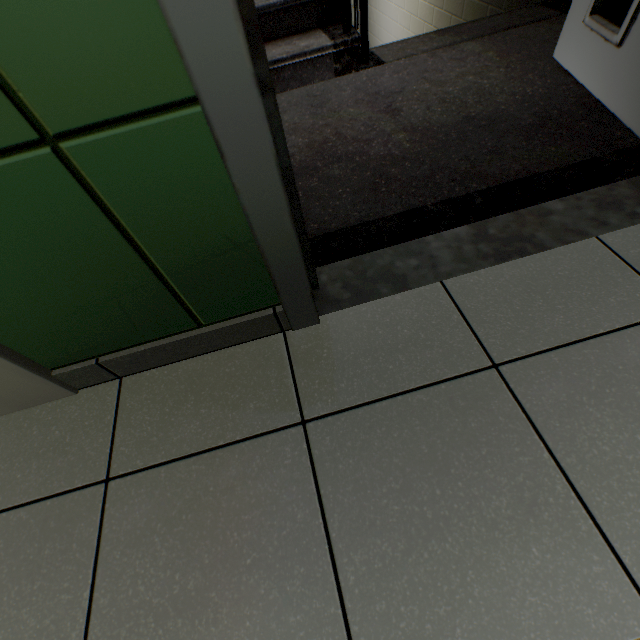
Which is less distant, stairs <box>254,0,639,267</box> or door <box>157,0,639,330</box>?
door <box>157,0,639,330</box>

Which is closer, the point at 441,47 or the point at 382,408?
the point at 382,408

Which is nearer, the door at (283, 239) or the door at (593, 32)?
the door at (283, 239)

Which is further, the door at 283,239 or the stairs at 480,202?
the stairs at 480,202

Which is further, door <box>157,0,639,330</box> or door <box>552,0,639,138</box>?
door <box>552,0,639,138</box>
